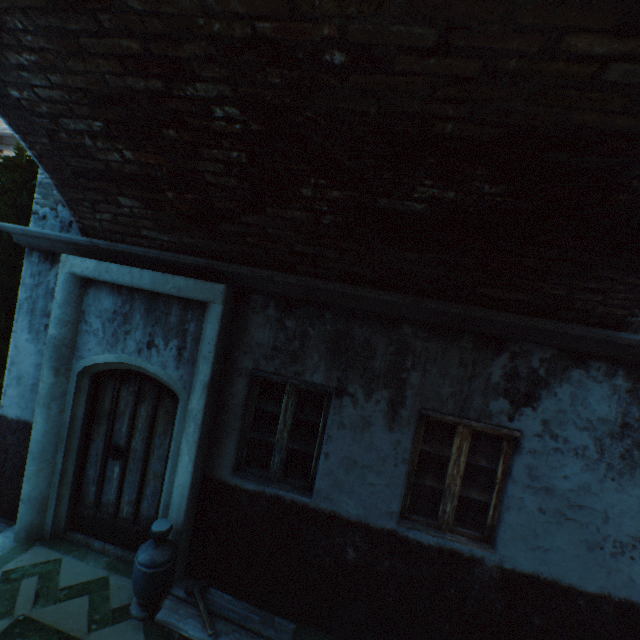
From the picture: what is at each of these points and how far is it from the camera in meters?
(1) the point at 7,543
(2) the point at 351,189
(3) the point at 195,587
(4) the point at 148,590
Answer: (1) stairs, 4.1
(2) building, 2.7
(3) hammer, 3.4
(4) ceramic pot, 3.4

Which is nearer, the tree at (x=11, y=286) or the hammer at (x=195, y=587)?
the hammer at (x=195, y=587)

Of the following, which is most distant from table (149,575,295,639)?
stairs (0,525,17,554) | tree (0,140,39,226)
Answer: tree (0,140,39,226)

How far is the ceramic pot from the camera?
3.4m

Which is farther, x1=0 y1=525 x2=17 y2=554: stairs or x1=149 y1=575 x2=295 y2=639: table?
x1=0 y1=525 x2=17 y2=554: stairs

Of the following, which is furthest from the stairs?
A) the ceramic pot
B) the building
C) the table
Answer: the table

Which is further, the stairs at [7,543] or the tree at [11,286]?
the tree at [11,286]

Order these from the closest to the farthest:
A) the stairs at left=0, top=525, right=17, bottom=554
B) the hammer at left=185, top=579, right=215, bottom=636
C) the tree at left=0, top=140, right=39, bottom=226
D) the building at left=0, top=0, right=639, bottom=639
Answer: the building at left=0, top=0, right=639, bottom=639 → the hammer at left=185, top=579, right=215, bottom=636 → the stairs at left=0, top=525, right=17, bottom=554 → the tree at left=0, top=140, right=39, bottom=226
